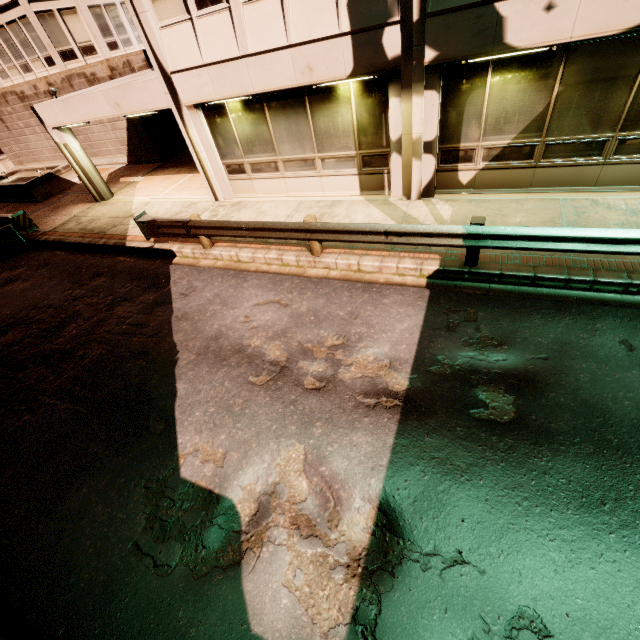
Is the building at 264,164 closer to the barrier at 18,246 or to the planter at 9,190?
the barrier at 18,246

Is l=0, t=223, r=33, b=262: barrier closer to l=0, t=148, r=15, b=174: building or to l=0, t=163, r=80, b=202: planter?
l=0, t=148, r=15, b=174: building

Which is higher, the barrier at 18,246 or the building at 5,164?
the building at 5,164

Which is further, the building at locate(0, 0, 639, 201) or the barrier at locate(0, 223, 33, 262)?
the barrier at locate(0, 223, 33, 262)

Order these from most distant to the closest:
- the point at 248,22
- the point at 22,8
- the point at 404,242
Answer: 1. the point at 22,8
2. the point at 248,22
3. the point at 404,242

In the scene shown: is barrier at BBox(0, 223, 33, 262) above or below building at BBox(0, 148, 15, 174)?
below
